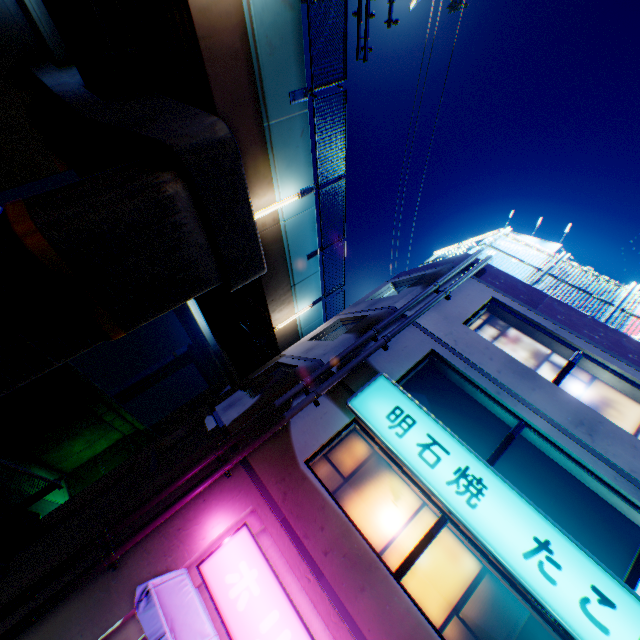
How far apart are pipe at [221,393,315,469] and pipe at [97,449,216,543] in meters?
0.1

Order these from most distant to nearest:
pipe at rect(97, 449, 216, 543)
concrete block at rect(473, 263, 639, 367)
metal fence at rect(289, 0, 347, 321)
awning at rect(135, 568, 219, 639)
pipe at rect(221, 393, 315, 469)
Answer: concrete block at rect(473, 263, 639, 367), metal fence at rect(289, 0, 347, 321), pipe at rect(221, 393, 315, 469), pipe at rect(97, 449, 216, 543), awning at rect(135, 568, 219, 639)

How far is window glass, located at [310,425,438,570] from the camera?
6.76m

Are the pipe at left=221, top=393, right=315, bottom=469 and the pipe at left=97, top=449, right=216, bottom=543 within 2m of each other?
yes

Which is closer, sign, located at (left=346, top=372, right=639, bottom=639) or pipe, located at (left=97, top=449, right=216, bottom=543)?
sign, located at (left=346, top=372, right=639, bottom=639)

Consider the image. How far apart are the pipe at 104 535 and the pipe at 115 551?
0.1 meters

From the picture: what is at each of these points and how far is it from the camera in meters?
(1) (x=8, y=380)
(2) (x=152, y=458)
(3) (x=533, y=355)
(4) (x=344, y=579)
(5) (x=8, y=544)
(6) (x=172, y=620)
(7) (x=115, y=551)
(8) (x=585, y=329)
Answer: (1) overpass support, 6.9
(2) building, 8.9
(3) window glass, 9.4
(4) building, 5.9
(5) concrete block, 7.5
(6) awning, 5.5
(7) pipe, 6.0
(8) concrete block, 9.2

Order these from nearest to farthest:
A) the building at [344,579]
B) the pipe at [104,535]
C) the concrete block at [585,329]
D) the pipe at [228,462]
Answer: the building at [344,579]
the pipe at [104,535]
the pipe at [228,462]
the concrete block at [585,329]
